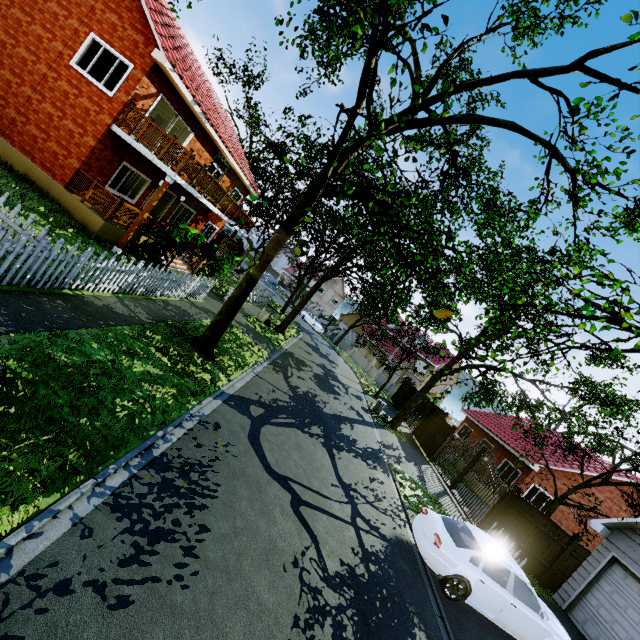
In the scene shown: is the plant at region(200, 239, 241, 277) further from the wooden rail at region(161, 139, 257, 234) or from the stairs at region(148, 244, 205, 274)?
the wooden rail at region(161, 139, 257, 234)

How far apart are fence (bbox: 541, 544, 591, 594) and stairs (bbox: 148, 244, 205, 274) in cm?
2097

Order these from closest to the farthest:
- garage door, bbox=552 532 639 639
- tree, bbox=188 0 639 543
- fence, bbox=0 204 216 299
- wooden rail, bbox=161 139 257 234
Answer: tree, bbox=188 0 639 543 < fence, bbox=0 204 216 299 < garage door, bbox=552 532 639 639 < wooden rail, bbox=161 139 257 234

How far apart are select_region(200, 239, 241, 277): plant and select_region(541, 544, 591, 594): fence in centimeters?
2105cm

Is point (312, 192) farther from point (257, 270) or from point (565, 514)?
point (565, 514)

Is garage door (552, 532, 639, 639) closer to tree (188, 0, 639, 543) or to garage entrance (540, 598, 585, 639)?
garage entrance (540, 598, 585, 639)

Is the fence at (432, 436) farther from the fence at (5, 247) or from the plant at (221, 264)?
the plant at (221, 264)

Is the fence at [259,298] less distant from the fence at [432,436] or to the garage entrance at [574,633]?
the garage entrance at [574,633]
